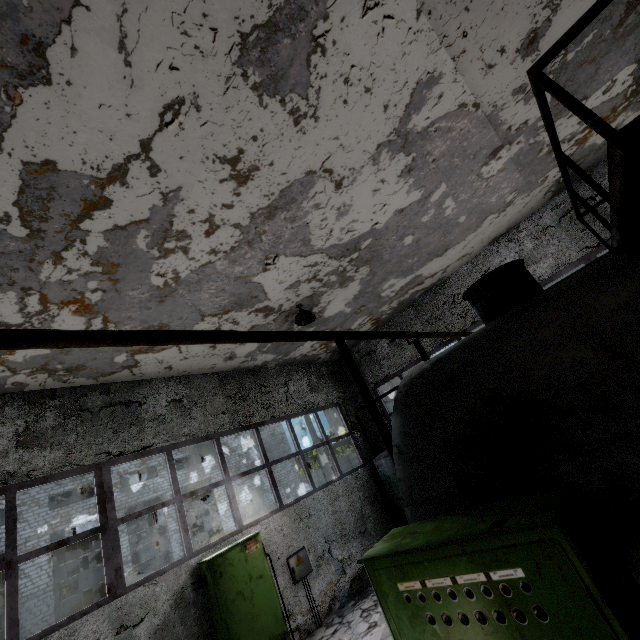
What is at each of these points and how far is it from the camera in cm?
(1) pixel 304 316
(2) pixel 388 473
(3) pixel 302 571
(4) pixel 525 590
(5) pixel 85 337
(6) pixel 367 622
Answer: (1) ceiling lamp, 817
(2) boiler group, 1063
(3) power box, 810
(4) power box, 156
(5) pipe, 221
(6) concrete debris, 682

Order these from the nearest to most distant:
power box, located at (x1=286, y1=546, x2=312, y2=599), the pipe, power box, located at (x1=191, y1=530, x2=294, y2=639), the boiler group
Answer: the pipe, power box, located at (x1=191, y1=530, x2=294, y2=639), power box, located at (x1=286, y1=546, x2=312, y2=599), the boiler group

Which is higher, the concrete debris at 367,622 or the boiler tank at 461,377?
the boiler tank at 461,377

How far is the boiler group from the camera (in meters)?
10.31

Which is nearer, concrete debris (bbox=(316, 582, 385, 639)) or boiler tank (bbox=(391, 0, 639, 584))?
boiler tank (bbox=(391, 0, 639, 584))

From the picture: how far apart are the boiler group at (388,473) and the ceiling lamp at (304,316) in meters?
5.2

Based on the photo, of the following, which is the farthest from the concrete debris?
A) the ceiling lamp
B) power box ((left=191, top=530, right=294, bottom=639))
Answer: the ceiling lamp

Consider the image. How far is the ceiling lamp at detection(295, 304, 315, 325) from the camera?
8.0 meters
